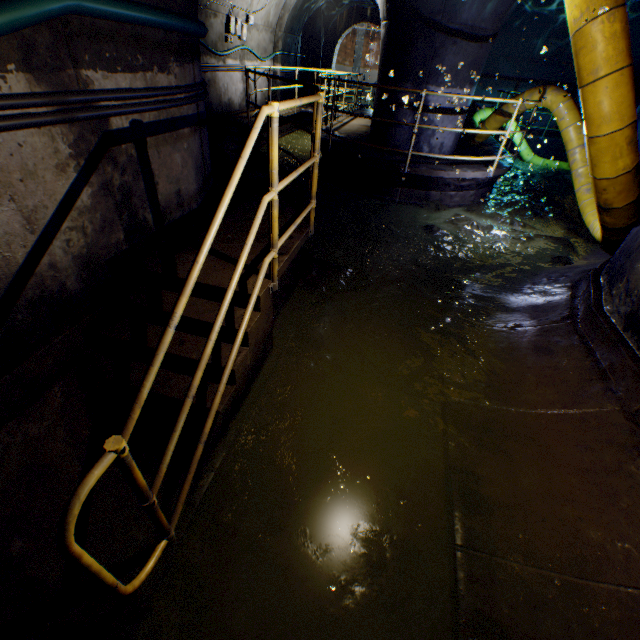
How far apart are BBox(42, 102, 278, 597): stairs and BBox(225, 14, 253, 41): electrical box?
A: 10.0m

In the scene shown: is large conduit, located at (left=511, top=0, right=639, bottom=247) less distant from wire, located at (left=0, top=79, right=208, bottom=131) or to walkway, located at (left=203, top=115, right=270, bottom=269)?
walkway, located at (left=203, top=115, right=270, bottom=269)

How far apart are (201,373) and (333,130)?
9.29m

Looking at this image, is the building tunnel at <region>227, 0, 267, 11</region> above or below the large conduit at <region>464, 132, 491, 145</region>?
above

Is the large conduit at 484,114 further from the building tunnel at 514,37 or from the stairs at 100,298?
the stairs at 100,298

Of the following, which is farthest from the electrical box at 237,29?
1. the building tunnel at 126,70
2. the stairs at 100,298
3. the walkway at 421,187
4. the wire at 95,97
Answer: the stairs at 100,298

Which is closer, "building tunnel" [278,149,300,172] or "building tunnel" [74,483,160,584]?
"building tunnel" [74,483,160,584]

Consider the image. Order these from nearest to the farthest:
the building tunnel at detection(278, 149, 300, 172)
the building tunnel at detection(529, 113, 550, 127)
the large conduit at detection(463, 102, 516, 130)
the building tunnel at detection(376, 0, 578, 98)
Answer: the building tunnel at detection(529, 113, 550, 127), the building tunnel at detection(376, 0, 578, 98), the large conduit at detection(463, 102, 516, 130), the building tunnel at detection(278, 149, 300, 172)
